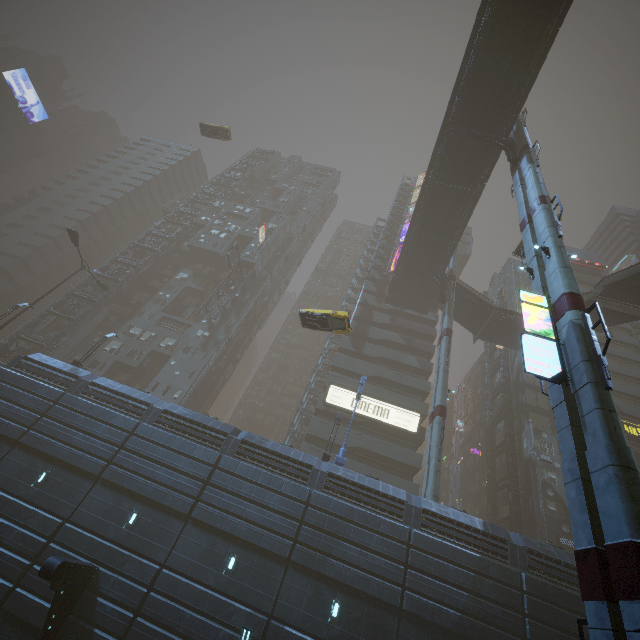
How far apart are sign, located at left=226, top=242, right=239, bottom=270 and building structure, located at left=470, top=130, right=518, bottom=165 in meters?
32.5 m

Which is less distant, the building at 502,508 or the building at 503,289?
the building at 502,508

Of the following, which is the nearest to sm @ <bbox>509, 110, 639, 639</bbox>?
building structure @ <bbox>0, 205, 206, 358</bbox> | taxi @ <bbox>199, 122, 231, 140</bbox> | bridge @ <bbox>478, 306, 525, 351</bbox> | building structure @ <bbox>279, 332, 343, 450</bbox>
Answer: taxi @ <bbox>199, 122, 231, 140</bbox>

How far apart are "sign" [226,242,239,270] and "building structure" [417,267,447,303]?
26.3m

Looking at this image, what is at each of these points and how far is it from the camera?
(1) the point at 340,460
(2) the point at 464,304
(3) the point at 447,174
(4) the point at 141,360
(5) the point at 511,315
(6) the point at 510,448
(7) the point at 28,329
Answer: (1) street sign, 21.6 meters
(2) stairs, 40.5 meters
(3) bridge, 31.7 meters
(4) building, 40.4 meters
(5) bridge, 37.9 meters
(6) building structure, 34.8 meters
(7) building structure, 39.1 meters

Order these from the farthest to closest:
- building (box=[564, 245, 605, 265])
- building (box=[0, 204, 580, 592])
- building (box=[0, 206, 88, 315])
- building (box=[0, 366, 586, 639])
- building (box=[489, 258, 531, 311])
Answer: building (box=[564, 245, 605, 265])
building (box=[0, 206, 88, 315])
building (box=[489, 258, 531, 311])
building (box=[0, 204, 580, 592])
building (box=[0, 366, 586, 639])

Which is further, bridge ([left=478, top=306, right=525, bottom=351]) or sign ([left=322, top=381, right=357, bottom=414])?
bridge ([left=478, top=306, right=525, bottom=351])

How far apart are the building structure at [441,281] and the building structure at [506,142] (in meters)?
14.71
